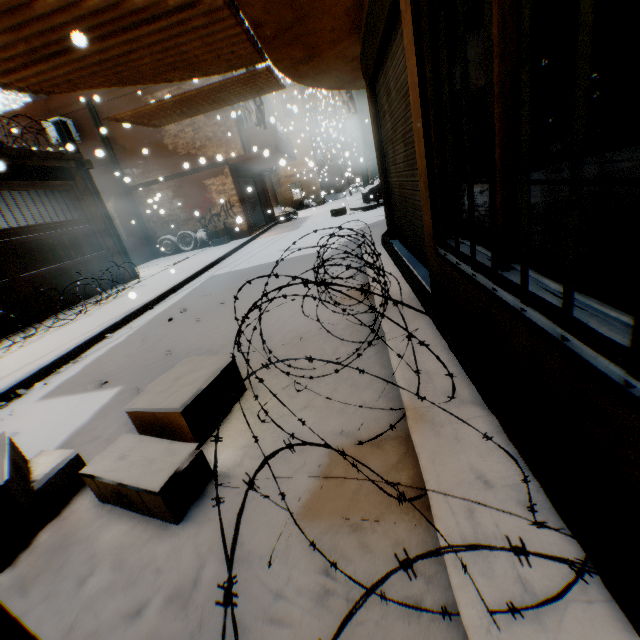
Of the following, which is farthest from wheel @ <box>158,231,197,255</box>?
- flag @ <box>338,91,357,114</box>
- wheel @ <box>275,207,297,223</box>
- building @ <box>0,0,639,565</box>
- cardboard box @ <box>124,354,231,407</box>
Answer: cardboard box @ <box>124,354,231,407</box>

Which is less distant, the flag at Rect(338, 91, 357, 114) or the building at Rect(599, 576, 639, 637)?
the building at Rect(599, 576, 639, 637)

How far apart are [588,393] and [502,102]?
1.3 meters

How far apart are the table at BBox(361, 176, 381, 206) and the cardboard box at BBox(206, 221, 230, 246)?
6.83m

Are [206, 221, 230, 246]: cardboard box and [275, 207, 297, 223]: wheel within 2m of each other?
no

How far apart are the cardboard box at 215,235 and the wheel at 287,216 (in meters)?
5.31

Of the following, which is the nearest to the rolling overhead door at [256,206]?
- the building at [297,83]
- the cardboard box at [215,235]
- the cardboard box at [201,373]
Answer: the building at [297,83]

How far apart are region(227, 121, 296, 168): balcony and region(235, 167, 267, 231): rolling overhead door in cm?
2
